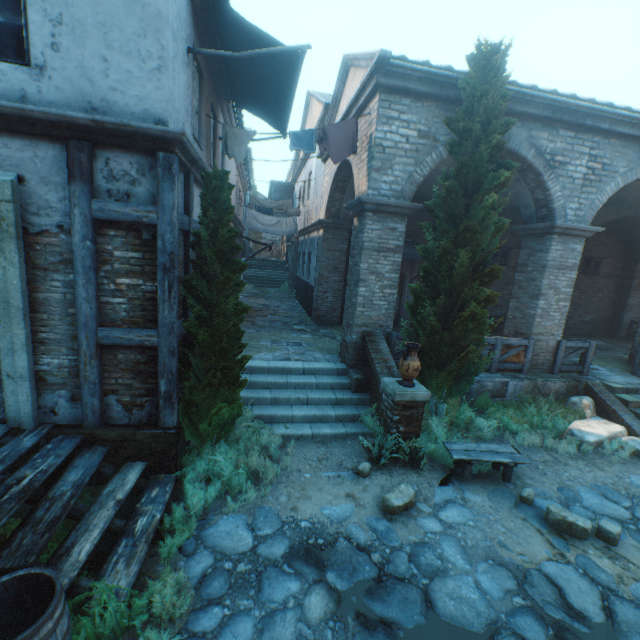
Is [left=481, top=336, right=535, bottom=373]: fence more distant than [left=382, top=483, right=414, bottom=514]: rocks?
Yes

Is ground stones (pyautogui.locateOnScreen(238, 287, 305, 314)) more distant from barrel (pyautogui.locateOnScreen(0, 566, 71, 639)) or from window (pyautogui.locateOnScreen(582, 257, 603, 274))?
window (pyautogui.locateOnScreen(582, 257, 603, 274))

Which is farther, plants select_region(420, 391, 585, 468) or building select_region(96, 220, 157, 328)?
plants select_region(420, 391, 585, 468)

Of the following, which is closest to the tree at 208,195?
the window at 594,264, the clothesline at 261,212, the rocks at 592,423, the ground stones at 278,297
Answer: the rocks at 592,423

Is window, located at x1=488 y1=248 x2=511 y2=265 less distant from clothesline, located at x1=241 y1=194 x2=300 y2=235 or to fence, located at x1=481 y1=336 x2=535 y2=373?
fence, located at x1=481 y1=336 x2=535 y2=373

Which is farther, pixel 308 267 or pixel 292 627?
pixel 308 267

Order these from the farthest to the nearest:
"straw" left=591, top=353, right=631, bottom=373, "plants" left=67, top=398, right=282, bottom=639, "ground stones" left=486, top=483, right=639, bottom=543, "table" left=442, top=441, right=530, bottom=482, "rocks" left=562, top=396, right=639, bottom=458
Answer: "straw" left=591, top=353, right=631, bottom=373 → "rocks" left=562, top=396, right=639, bottom=458 → "table" left=442, top=441, right=530, bottom=482 → "ground stones" left=486, top=483, right=639, bottom=543 → "plants" left=67, top=398, right=282, bottom=639

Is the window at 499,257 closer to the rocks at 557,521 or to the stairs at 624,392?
the stairs at 624,392
